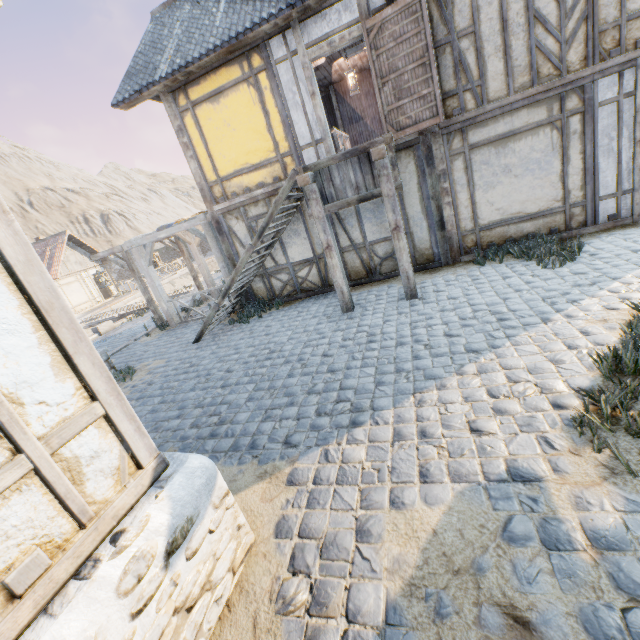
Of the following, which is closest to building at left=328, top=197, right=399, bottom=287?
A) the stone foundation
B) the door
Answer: the door

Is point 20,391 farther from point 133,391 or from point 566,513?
point 133,391

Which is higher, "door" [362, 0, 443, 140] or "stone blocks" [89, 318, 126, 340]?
"door" [362, 0, 443, 140]

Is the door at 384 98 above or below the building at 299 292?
above

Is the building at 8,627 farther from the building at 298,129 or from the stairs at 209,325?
the building at 298,129

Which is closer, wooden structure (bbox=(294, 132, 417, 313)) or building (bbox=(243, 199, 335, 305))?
wooden structure (bbox=(294, 132, 417, 313))

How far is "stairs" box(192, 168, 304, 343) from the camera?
6.4m

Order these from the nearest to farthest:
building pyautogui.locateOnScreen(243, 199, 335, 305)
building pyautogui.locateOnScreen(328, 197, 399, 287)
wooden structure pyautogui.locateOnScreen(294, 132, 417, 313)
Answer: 1. wooden structure pyautogui.locateOnScreen(294, 132, 417, 313)
2. building pyautogui.locateOnScreen(328, 197, 399, 287)
3. building pyautogui.locateOnScreen(243, 199, 335, 305)
